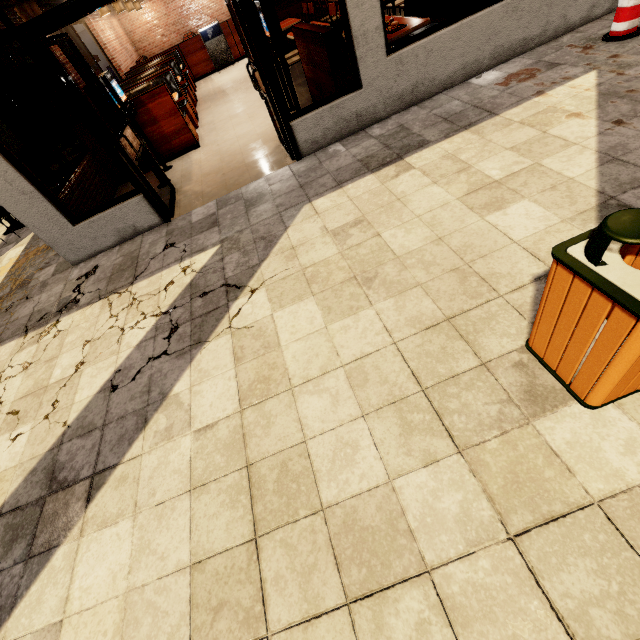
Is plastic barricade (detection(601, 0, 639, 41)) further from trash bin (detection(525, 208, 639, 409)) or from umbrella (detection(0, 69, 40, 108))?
umbrella (detection(0, 69, 40, 108))

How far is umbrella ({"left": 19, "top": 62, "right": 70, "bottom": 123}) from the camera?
8.1m

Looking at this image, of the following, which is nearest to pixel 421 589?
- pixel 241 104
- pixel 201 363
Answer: pixel 201 363

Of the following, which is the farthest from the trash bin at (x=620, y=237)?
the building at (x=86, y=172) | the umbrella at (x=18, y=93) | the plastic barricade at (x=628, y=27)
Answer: the umbrella at (x=18, y=93)

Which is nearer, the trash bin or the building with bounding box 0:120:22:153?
the trash bin

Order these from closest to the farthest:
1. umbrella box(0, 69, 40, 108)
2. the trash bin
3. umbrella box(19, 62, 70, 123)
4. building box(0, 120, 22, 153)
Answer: the trash bin < umbrella box(0, 69, 40, 108) < umbrella box(19, 62, 70, 123) < building box(0, 120, 22, 153)

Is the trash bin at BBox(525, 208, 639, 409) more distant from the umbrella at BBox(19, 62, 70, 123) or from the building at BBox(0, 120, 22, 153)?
the umbrella at BBox(19, 62, 70, 123)

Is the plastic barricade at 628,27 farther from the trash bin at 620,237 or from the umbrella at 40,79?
the umbrella at 40,79
